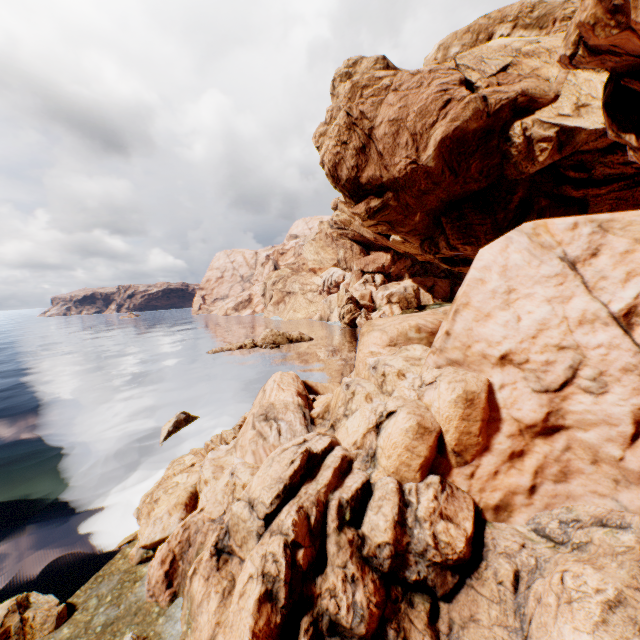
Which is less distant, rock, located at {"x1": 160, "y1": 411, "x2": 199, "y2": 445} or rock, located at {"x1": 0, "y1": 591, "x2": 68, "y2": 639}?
rock, located at {"x1": 0, "y1": 591, "x2": 68, "y2": 639}

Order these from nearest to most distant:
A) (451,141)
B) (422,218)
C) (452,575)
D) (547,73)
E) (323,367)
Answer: (452,575) → (547,73) → (451,141) → (323,367) → (422,218)

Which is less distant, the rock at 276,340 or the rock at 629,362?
the rock at 629,362

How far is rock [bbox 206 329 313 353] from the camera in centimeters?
4994cm

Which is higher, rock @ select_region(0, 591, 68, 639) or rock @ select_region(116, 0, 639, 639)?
rock @ select_region(116, 0, 639, 639)

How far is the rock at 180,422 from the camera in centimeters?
2135cm

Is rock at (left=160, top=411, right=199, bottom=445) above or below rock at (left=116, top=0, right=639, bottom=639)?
below
